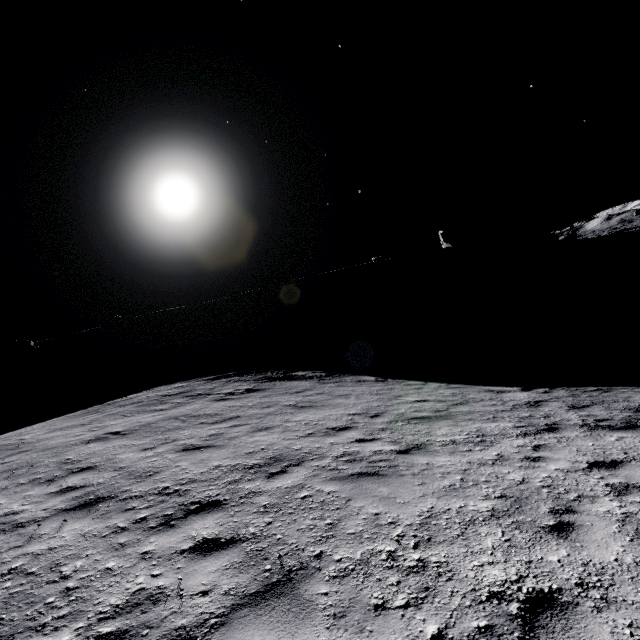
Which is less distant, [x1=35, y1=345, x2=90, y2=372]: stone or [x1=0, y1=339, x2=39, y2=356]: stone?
[x1=35, y1=345, x2=90, y2=372]: stone

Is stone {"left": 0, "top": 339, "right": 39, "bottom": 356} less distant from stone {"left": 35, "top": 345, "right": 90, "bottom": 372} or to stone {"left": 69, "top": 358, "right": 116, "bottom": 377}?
stone {"left": 35, "top": 345, "right": 90, "bottom": 372}

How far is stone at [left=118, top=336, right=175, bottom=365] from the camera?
49.2 meters

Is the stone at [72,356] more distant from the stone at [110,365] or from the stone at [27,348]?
the stone at [27,348]

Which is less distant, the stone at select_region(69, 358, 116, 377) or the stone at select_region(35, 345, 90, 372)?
the stone at select_region(69, 358, 116, 377)

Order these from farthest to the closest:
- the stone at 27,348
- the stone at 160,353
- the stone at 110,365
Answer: the stone at 27,348, the stone at 160,353, the stone at 110,365

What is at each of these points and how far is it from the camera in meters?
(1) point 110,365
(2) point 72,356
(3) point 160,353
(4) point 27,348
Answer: (1) stone, 46.5 m
(2) stone, 53.5 m
(3) stone, 50.1 m
(4) stone, 55.7 m

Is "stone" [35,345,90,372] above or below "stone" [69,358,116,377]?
above
